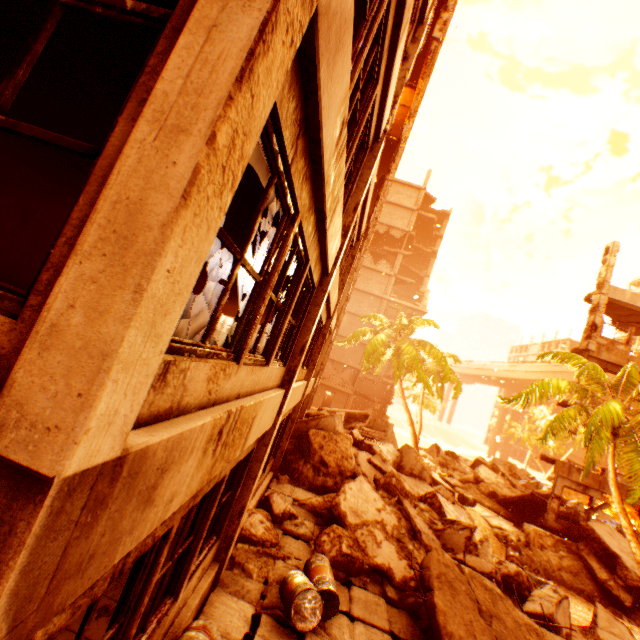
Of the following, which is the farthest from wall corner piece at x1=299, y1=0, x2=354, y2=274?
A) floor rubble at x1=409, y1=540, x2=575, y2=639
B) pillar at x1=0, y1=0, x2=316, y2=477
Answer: floor rubble at x1=409, y1=540, x2=575, y2=639

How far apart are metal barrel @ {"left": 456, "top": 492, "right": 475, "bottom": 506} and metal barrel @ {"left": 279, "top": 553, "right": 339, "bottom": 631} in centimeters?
1220cm

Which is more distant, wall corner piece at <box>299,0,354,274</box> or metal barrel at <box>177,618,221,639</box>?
metal barrel at <box>177,618,221,639</box>

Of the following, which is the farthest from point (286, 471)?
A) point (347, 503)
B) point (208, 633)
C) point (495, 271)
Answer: point (495, 271)

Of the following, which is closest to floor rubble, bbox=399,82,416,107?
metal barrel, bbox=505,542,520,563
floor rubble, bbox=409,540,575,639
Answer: floor rubble, bbox=409,540,575,639

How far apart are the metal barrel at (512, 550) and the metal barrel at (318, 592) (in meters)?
10.48

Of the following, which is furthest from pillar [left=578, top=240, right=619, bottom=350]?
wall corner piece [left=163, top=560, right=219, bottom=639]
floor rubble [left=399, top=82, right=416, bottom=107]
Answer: wall corner piece [left=163, top=560, right=219, bottom=639]

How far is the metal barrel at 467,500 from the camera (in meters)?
16.48
